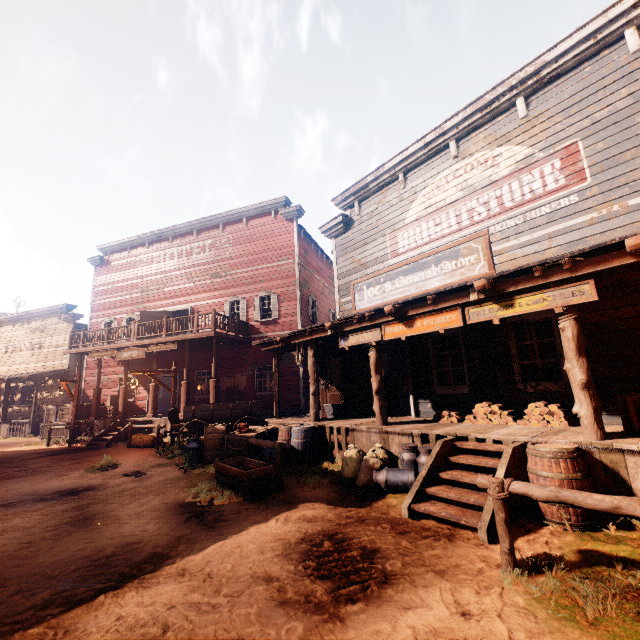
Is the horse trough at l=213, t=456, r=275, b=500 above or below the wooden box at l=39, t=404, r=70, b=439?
below

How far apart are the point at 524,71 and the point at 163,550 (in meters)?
11.48

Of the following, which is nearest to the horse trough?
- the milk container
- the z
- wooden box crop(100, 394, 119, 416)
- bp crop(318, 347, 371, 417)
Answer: the z

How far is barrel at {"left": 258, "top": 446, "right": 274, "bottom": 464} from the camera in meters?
8.2 m

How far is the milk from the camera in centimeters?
863cm

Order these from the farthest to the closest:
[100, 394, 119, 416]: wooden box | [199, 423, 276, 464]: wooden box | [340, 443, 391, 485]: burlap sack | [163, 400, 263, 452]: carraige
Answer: [100, 394, 119, 416]: wooden box
[163, 400, 263, 452]: carraige
[199, 423, 276, 464]: wooden box
[340, 443, 391, 485]: burlap sack

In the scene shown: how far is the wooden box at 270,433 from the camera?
8.88m

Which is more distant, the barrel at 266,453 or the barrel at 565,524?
the barrel at 266,453
